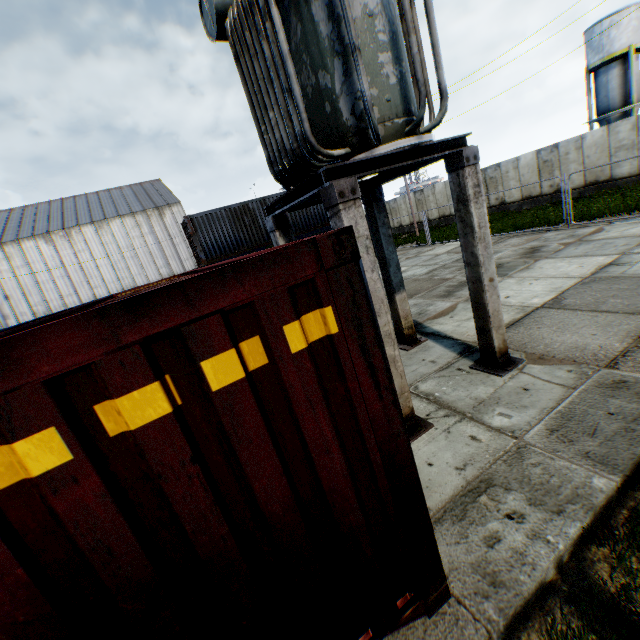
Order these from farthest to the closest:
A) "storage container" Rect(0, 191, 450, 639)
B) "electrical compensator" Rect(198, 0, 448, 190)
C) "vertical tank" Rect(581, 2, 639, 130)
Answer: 1. "vertical tank" Rect(581, 2, 639, 130)
2. "electrical compensator" Rect(198, 0, 448, 190)
3. "storage container" Rect(0, 191, 450, 639)

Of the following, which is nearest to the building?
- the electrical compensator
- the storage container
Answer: the storage container

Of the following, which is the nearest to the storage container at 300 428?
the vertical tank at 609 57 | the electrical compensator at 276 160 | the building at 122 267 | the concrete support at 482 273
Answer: the concrete support at 482 273

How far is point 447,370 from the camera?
5.80m

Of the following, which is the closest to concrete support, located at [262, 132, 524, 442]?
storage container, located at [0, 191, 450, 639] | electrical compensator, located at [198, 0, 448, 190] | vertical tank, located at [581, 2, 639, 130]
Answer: electrical compensator, located at [198, 0, 448, 190]

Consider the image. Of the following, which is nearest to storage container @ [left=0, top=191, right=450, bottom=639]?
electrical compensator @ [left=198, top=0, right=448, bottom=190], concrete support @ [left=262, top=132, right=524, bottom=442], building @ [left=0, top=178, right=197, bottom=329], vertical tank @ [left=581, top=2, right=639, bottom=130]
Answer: concrete support @ [left=262, top=132, right=524, bottom=442]

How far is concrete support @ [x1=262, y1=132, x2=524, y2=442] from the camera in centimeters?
379cm

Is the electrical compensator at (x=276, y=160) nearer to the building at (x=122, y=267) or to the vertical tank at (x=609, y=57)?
the building at (x=122, y=267)
